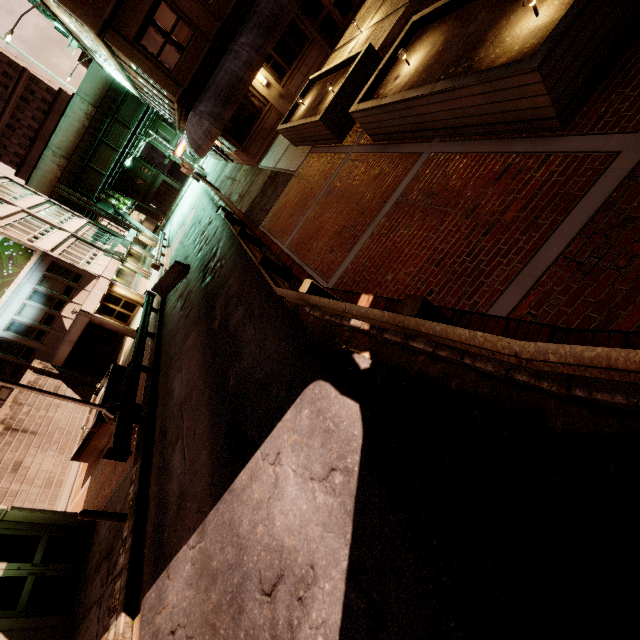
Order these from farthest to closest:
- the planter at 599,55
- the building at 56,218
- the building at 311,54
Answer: the building at 56,218
the building at 311,54
the planter at 599,55

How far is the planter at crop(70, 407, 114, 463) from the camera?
14.9 meters

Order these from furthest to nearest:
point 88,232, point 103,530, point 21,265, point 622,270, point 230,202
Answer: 1. point 88,232
2. point 21,265
3. point 230,202
4. point 103,530
5. point 622,270

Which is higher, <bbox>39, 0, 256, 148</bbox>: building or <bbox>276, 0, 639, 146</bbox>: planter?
<bbox>39, 0, 256, 148</bbox>: building

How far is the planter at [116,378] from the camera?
16.4m

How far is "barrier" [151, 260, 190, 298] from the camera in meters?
20.1

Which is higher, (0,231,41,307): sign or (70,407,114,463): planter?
(0,231,41,307): sign

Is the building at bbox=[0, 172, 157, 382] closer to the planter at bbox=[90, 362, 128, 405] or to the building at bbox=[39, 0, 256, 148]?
the planter at bbox=[90, 362, 128, 405]
